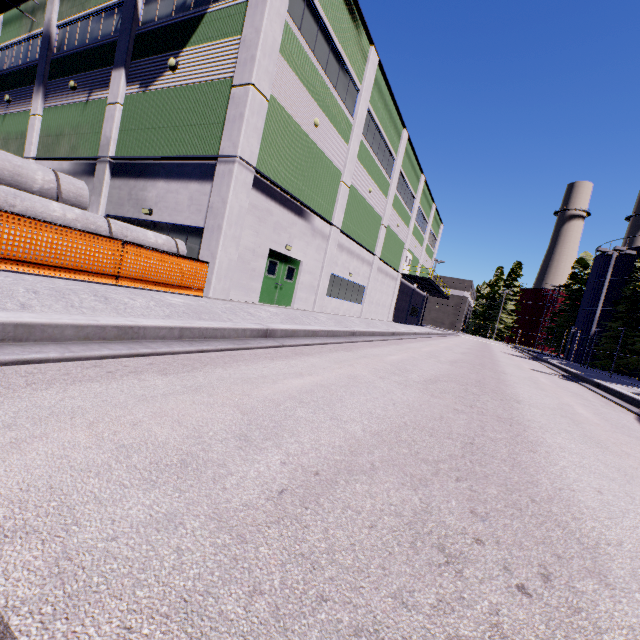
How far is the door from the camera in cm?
1473

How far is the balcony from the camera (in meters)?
32.47

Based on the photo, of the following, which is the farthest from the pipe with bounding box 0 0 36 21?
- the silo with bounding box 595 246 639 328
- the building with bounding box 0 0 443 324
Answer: the silo with bounding box 595 246 639 328

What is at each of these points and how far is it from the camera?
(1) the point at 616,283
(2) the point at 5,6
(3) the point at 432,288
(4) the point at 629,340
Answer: (1) silo, 31.78m
(2) pipe, 18.59m
(3) balcony, 41.25m
(4) tree, 26.16m

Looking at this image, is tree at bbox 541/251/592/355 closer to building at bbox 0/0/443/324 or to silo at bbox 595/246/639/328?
silo at bbox 595/246/639/328

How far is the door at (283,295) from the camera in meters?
14.7 m

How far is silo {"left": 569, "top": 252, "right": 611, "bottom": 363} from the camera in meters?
33.6 m

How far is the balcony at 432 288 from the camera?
32.47m
